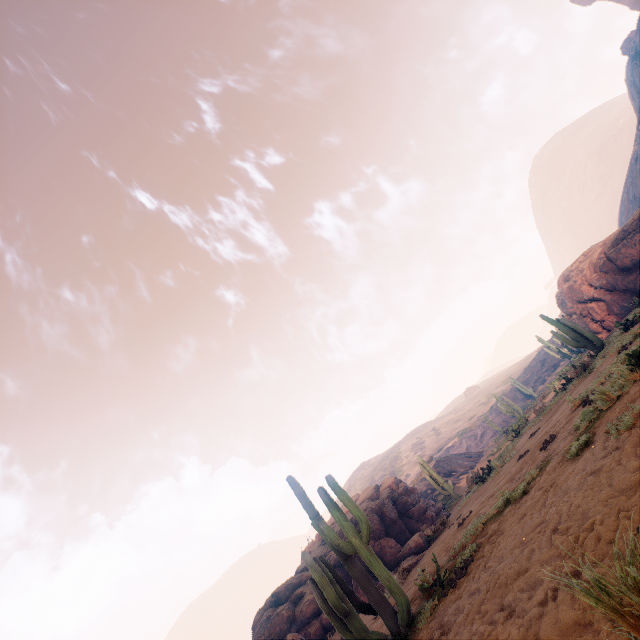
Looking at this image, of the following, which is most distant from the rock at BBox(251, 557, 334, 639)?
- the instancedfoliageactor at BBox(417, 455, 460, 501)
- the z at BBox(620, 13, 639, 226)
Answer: the z at BBox(620, 13, 639, 226)

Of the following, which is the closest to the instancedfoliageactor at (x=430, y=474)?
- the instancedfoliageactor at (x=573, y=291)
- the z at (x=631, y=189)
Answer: the z at (x=631, y=189)

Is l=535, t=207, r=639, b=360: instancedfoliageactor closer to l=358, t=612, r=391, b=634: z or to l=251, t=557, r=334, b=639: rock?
l=358, t=612, r=391, b=634: z

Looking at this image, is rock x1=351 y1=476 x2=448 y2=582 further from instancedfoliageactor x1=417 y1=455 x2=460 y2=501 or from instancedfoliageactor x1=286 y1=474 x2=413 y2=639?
instancedfoliageactor x1=286 y1=474 x2=413 y2=639

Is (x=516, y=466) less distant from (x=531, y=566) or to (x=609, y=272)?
(x=531, y=566)

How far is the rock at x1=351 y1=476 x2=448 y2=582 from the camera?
14.2 meters

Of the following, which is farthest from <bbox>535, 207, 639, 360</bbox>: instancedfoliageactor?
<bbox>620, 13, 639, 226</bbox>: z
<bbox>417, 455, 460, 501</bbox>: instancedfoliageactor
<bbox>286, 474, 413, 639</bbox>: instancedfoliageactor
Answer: <bbox>286, 474, 413, 639</bbox>: instancedfoliageactor

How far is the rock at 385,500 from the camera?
14.21m
